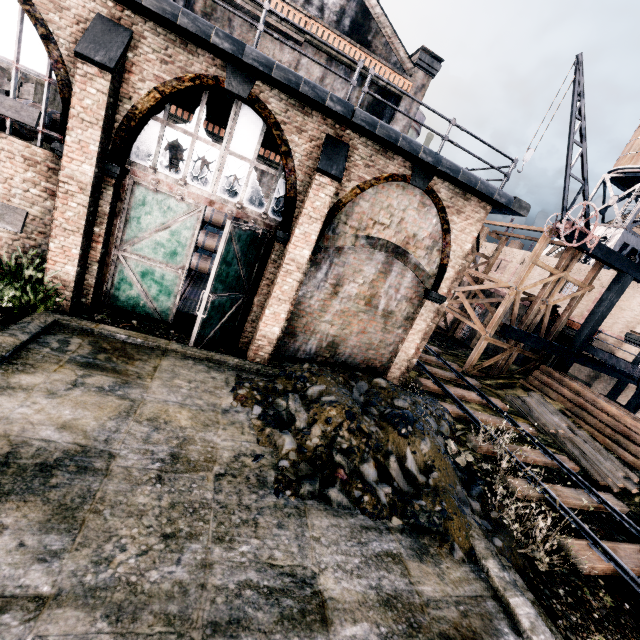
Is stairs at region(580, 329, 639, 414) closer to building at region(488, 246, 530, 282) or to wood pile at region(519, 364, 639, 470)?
building at region(488, 246, 530, 282)

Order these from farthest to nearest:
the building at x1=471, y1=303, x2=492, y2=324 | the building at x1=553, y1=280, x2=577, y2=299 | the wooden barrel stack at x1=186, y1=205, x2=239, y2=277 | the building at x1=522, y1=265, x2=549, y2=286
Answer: the building at x1=522, y1=265, x2=549, y2=286 < the building at x1=553, y1=280, x2=577, y2=299 < the building at x1=471, y1=303, x2=492, y2=324 < the wooden barrel stack at x1=186, y1=205, x2=239, y2=277

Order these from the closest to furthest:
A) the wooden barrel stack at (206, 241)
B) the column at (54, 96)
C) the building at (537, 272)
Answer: the column at (54, 96) → the wooden barrel stack at (206, 241) → the building at (537, 272)

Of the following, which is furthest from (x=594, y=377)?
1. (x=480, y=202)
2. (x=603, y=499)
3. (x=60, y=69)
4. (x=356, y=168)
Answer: (x=60, y=69)

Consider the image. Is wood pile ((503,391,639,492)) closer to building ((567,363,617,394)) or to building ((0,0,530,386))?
building ((567,363,617,394))

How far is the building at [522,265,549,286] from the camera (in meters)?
31.17

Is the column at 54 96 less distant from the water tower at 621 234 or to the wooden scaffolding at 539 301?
the wooden scaffolding at 539 301

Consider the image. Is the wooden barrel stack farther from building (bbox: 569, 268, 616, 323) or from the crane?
building (bbox: 569, 268, 616, 323)
